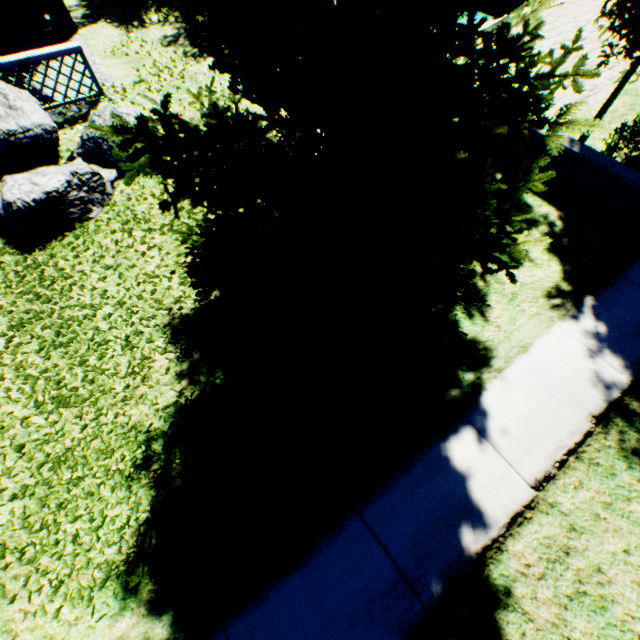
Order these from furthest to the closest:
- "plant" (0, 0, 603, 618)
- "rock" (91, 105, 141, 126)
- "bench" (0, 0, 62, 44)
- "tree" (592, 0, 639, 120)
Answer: "bench" (0, 0, 62, 44)
"rock" (91, 105, 141, 126)
"tree" (592, 0, 639, 120)
"plant" (0, 0, 603, 618)

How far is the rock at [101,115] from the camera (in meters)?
6.59

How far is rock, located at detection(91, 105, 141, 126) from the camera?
6.6 meters

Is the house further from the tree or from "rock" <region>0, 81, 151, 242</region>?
the tree

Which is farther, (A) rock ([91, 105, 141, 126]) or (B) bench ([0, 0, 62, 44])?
(B) bench ([0, 0, 62, 44])

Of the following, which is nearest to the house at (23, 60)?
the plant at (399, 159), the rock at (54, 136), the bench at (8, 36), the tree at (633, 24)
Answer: the rock at (54, 136)

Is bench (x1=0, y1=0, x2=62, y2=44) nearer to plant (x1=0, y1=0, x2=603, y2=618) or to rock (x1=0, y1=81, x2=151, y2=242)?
rock (x1=0, y1=81, x2=151, y2=242)

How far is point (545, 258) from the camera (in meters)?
5.69
